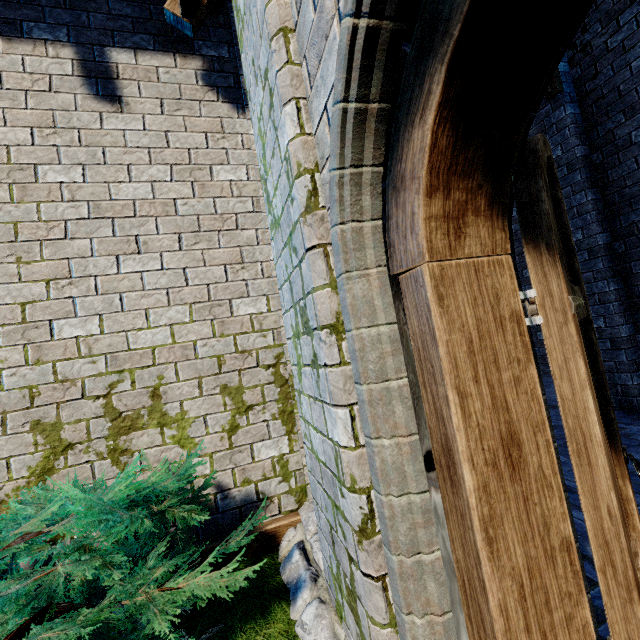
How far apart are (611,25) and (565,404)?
6.99m

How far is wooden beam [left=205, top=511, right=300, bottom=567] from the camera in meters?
3.0

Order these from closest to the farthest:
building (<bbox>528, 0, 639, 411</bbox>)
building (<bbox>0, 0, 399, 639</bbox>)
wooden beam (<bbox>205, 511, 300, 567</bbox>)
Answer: building (<bbox>0, 0, 399, 639</bbox>)
wooden beam (<bbox>205, 511, 300, 567</bbox>)
building (<bbox>528, 0, 639, 411</bbox>)

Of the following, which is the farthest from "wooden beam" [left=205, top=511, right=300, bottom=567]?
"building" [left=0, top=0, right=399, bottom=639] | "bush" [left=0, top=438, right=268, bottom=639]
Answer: "bush" [left=0, top=438, right=268, bottom=639]

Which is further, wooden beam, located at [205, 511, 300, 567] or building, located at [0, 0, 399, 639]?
wooden beam, located at [205, 511, 300, 567]

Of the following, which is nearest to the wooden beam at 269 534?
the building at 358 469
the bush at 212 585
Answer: the building at 358 469

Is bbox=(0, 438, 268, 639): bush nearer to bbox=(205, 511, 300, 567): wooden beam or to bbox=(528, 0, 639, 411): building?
bbox=(528, 0, 639, 411): building
